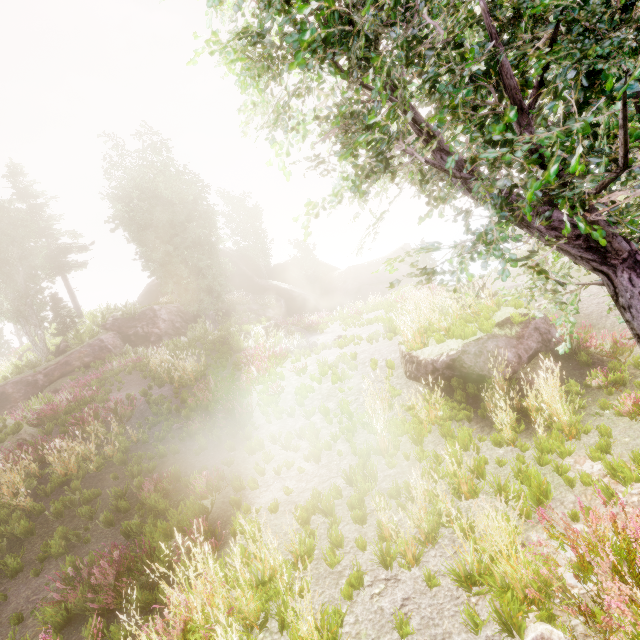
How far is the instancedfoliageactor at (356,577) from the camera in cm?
388

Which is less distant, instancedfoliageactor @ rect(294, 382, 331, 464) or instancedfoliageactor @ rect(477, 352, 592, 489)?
instancedfoliageactor @ rect(477, 352, 592, 489)

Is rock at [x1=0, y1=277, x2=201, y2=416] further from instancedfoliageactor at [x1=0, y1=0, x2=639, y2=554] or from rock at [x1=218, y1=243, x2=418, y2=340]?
rock at [x1=218, y1=243, x2=418, y2=340]

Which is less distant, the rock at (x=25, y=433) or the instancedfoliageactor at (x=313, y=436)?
the instancedfoliageactor at (x=313, y=436)

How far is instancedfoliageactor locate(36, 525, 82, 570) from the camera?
6.2 meters

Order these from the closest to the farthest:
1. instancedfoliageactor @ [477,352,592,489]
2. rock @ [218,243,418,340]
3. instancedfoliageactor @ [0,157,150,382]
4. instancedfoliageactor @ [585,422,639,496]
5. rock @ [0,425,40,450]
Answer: instancedfoliageactor @ [585,422,639,496], instancedfoliageactor @ [477,352,592,489], rock @ [0,425,40,450], instancedfoliageactor @ [0,157,150,382], rock @ [218,243,418,340]

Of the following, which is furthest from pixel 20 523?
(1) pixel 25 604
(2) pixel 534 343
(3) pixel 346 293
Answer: (3) pixel 346 293
